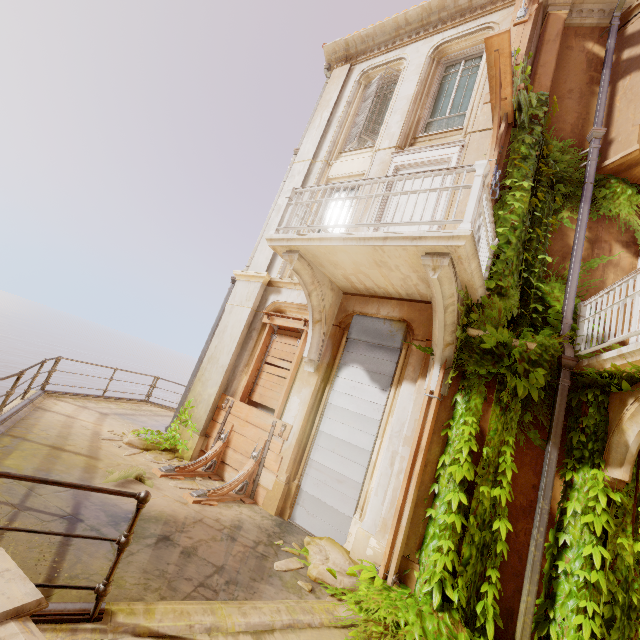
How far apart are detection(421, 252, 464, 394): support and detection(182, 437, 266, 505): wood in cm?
337

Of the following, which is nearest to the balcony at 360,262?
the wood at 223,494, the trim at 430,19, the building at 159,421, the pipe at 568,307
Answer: the pipe at 568,307

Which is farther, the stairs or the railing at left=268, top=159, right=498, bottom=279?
the railing at left=268, top=159, right=498, bottom=279

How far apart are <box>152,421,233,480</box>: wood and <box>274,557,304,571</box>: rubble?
2.3m

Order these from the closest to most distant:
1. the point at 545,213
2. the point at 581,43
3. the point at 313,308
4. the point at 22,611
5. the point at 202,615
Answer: the point at 22,611 → the point at 202,615 → the point at 545,213 → the point at 313,308 → the point at 581,43

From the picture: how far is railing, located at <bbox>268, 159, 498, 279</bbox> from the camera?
4.2m

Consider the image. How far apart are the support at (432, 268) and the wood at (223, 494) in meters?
3.4 m

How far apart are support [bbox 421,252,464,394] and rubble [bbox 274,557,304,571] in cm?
275
